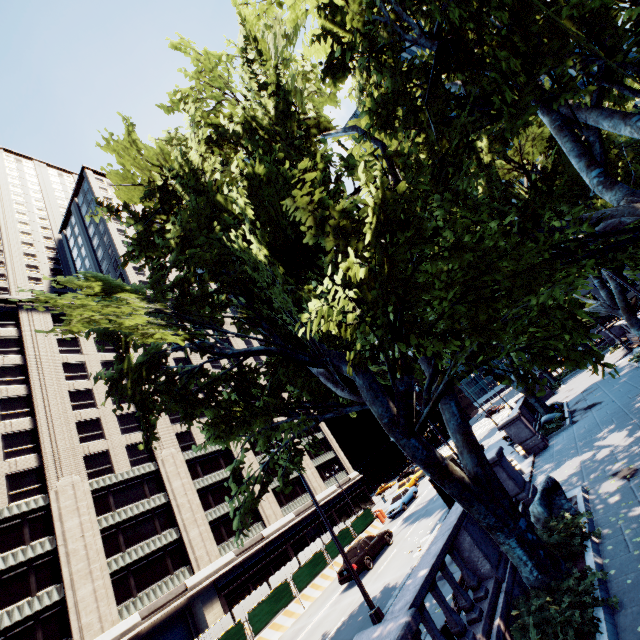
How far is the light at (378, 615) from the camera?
10.9m

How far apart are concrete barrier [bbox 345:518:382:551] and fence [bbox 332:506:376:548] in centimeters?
0cm

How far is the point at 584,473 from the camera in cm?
1190

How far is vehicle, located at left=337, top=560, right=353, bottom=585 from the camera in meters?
18.9

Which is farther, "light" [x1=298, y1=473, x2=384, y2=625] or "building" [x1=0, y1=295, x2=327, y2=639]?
"building" [x1=0, y1=295, x2=327, y2=639]

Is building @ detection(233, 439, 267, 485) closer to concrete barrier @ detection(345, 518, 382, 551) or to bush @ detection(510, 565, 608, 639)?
concrete barrier @ detection(345, 518, 382, 551)

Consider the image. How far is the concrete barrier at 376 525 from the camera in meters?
28.0 m

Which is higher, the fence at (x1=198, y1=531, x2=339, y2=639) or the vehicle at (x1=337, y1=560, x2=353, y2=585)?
the fence at (x1=198, y1=531, x2=339, y2=639)
